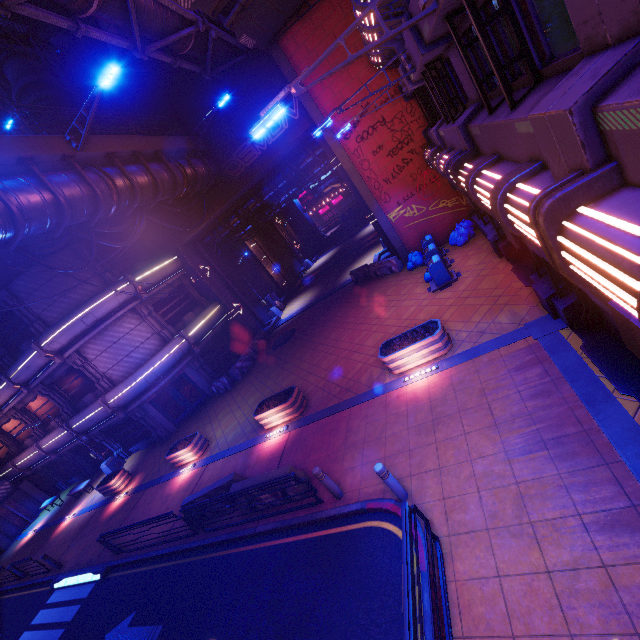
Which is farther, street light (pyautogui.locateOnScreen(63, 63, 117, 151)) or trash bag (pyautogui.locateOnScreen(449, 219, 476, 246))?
trash bag (pyautogui.locateOnScreen(449, 219, 476, 246))

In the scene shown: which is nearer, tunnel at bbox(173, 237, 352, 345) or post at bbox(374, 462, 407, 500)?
post at bbox(374, 462, 407, 500)

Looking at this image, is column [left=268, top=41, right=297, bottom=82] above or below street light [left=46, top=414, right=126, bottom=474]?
above

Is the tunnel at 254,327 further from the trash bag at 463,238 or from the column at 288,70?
the trash bag at 463,238

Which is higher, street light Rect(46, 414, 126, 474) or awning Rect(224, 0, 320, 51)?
awning Rect(224, 0, 320, 51)

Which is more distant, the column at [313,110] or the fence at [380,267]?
the fence at [380,267]

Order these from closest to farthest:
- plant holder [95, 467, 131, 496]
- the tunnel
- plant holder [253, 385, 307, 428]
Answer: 1. plant holder [253, 385, 307, 428]
2. plant holder [95, 467, 131, 496]
3. the tunnel

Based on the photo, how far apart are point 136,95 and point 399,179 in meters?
16.6
